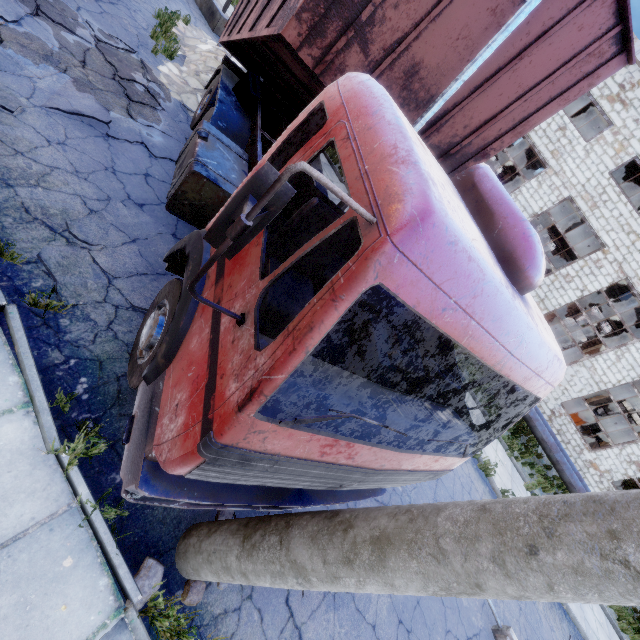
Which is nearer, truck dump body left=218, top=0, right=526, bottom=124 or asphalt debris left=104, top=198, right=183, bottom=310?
truck dump body left=218, top=0, right=526, bottom=124

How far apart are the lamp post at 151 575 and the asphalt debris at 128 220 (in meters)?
2.73

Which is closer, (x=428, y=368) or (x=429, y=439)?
(x=429, y=439)

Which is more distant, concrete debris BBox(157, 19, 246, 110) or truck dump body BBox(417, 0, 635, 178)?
concrete debris BBox(157, 19, 246, 110)

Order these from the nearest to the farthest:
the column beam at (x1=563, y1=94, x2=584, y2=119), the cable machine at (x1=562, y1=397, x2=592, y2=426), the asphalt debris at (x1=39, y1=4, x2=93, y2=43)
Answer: the asphalt debris at (x1=39, y1=4, x2=93, y2=43) → the cable machine at (x1=562, y1=397, x2=592, y2=426) → the column beam at (x1=563, y1=94, x2=584, y2=119)

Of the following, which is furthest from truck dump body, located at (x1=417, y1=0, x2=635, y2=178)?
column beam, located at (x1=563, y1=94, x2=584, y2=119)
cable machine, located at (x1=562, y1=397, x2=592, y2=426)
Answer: cable machine, located at (x1=562, y1=397, x2=592, y2=426)

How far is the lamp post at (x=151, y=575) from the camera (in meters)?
2.85

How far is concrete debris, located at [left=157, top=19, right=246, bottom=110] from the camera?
7.5m
